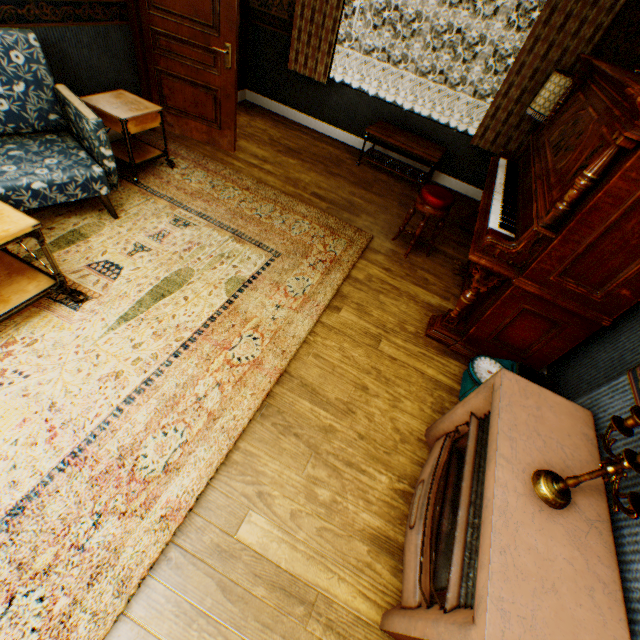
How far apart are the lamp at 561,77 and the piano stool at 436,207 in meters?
1.6

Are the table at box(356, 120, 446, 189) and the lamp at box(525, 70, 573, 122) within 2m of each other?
yes

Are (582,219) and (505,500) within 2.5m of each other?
yes

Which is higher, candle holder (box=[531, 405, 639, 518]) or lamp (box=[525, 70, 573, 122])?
lamp (box=[525, 70, 573, 122])

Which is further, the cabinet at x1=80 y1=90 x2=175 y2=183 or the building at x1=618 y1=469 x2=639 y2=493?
the cabinet at x1=80 y1=90 x2=175 y2=183

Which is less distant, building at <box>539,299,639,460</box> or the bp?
building at <box>539,299,639,460</box>

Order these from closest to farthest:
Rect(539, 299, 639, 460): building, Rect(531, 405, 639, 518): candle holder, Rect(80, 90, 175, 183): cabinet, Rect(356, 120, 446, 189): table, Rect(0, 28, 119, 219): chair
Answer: Rect(531, 405, 639, 518): candle holder < Rect(539, 299, 639, 460): building < Rect(0, 28, 119, 219): chair < Rect(80, 90, 175, 183): cabinet < Rect(356, 120, 446, 189): table

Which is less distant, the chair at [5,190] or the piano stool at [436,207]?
the chair at [5,190]
